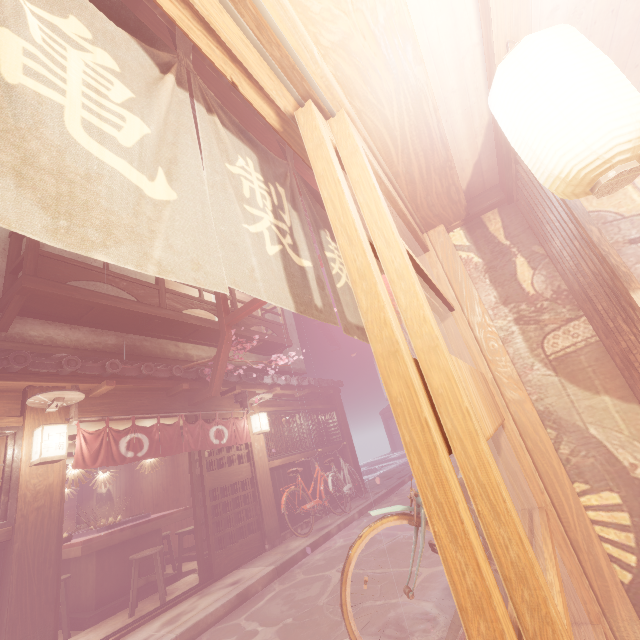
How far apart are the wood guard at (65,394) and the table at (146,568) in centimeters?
496cm

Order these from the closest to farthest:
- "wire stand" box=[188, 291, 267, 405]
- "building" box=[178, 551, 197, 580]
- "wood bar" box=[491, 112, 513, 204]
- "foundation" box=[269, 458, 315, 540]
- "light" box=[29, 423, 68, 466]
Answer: "wood bar" box=[491, 112, 513, 204]
"light" box=[29, 423, 68, 466]
"wire stand" box=[188, 291, 267, 405]
"building" box=[178, 551, 197, 580]
"foundation" box=[269, 458, 315, 540]

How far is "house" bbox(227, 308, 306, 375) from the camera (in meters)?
17.64

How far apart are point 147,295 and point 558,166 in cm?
1284

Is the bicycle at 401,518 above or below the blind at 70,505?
below

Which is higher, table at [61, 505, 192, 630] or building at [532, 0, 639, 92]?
building at [532, 0, 639, 92]

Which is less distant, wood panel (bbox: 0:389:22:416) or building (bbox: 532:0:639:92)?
building (bbox: 532:0:639:92)

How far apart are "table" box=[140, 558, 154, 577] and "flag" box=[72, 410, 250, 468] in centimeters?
346cm
